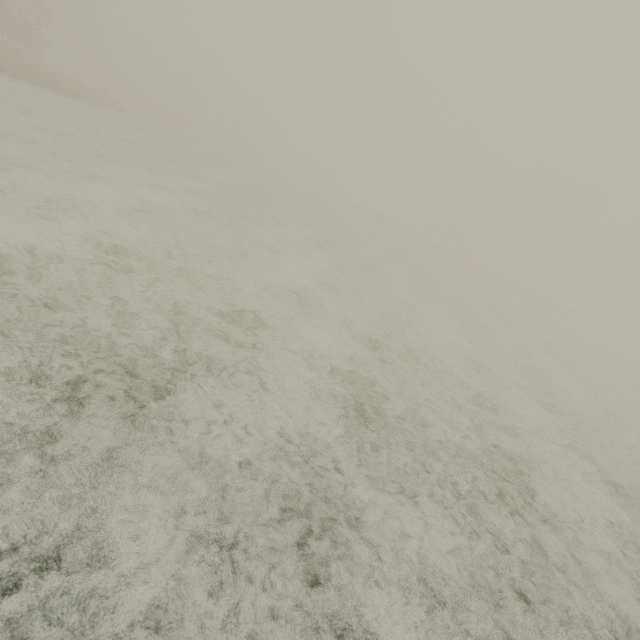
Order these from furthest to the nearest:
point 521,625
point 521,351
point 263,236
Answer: point 521,351 → point 263,236 → point 521,625
